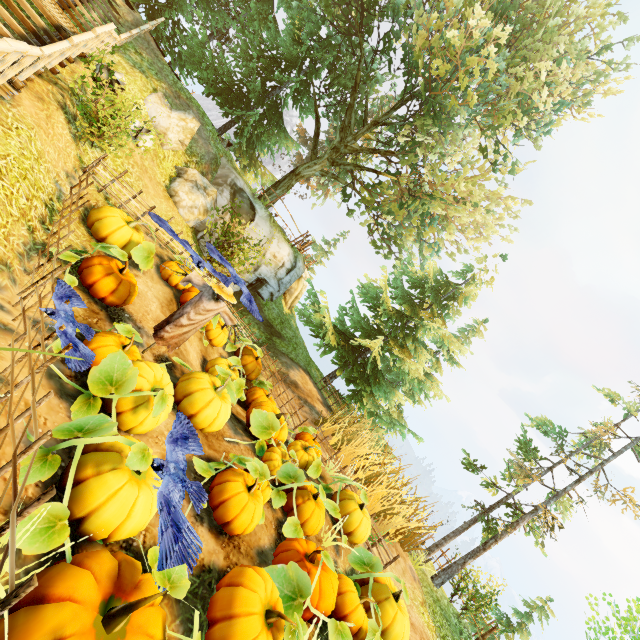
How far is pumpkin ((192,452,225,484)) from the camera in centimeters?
454cm

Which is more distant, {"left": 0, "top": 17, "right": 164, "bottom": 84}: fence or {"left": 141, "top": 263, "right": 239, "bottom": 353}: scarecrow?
{"left": 141, "top": 263, "right": 239, "bottom": 353}: scarecrow

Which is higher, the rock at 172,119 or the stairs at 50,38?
the rock at 172,119

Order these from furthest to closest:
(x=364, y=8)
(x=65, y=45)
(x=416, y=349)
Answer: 1. (x=416, y=349)
2. (x=364, y=8)
3. (x=65, y=45)

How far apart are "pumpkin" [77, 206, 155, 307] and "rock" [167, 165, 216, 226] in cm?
538

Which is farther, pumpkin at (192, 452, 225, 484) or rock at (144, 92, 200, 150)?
rock at (144, 92, 200, 150)

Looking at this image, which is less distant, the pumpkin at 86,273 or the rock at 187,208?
the pumpkin at 86,273

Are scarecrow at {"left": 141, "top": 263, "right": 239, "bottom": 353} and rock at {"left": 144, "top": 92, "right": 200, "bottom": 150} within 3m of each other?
no
